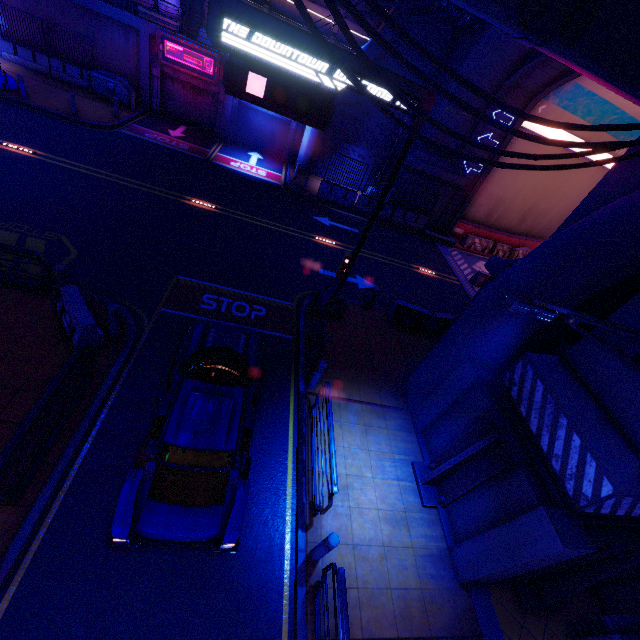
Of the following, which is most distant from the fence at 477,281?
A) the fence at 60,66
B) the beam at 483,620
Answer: the fence at 60,66

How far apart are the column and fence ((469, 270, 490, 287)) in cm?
2418

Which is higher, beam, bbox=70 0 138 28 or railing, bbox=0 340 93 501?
beam, bbox=70 0 138 28

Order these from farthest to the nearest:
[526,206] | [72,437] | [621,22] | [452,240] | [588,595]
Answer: [526,206], [452,240], [588,595], [72,437], [621,22]

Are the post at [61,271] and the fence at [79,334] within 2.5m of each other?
yes

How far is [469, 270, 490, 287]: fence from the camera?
18.87m

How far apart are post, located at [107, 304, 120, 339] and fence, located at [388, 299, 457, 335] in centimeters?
919cm

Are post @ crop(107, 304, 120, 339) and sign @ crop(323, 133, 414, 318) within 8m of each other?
yes
